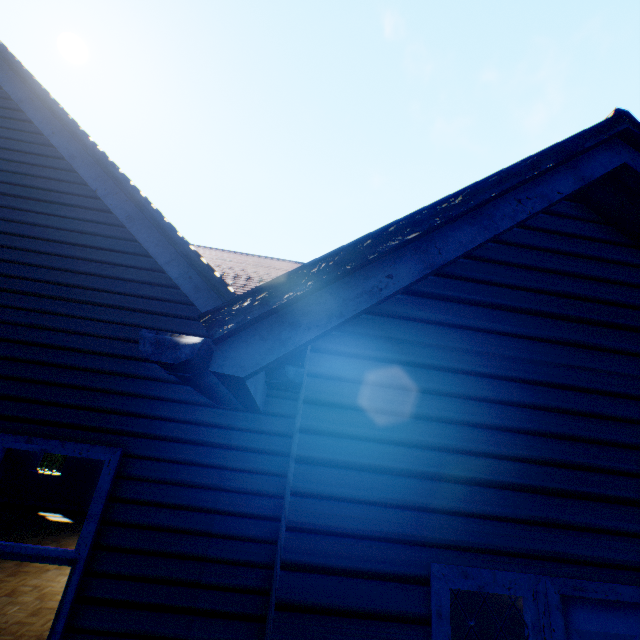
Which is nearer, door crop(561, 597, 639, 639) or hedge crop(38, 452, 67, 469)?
door crop(561, 597, 639, 639)

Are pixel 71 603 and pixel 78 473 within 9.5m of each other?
no

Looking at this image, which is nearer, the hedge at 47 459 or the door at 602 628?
the door at 602 628

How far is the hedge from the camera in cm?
1764

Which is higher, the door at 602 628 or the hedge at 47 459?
the door at 602 628

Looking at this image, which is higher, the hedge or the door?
the door
